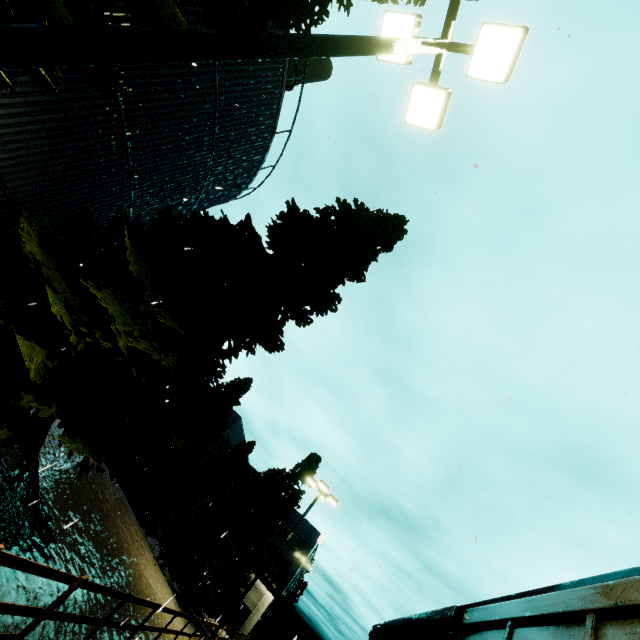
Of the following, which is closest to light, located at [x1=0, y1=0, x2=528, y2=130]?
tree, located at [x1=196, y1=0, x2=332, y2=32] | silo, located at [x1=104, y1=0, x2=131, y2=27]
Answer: tree, located at [x1=196, y1=0, x2=332, y2=32]

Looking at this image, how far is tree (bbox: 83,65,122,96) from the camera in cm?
570

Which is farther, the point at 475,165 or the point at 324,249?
the point at 324,249

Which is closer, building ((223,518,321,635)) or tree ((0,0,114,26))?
tree ((0,0,114,26))

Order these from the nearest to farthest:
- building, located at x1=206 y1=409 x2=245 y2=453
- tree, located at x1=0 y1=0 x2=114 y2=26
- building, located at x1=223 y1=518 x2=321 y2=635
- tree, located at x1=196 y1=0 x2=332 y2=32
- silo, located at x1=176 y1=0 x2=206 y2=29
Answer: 1. tree, located at x1=0 y1=0 x2=114 y2=26
2. tree, located at x1=196 y1=0 x2=332 y2=32
3. silo, located at x1=176 y1=0 x2=206 y2=29
4. building, located at x1=223 y1=518 x2=321 y2=635
5. building, located at x1=206 y1=409 x2=245 y2=453

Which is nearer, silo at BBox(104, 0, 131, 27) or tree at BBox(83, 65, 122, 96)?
tree at BBox(83, 65, 122, 96)

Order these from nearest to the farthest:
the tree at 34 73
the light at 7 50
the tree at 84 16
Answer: the light at 7 50, the tree at 84 16, the tree at 34 73

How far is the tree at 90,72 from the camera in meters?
5.7
